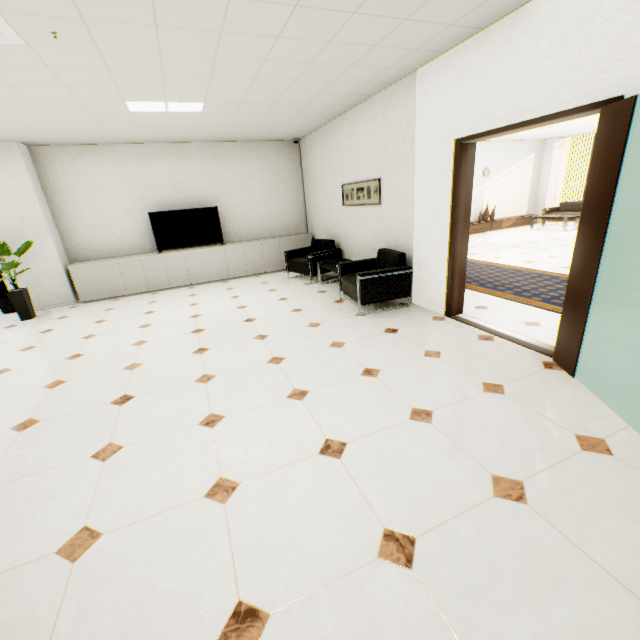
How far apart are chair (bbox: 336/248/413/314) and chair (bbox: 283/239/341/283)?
1.16m

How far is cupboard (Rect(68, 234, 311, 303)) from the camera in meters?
6.6 m

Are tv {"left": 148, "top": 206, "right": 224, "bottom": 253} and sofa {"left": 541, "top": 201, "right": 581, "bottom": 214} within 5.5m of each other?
no

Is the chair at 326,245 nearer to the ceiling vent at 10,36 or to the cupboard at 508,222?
the ceiling vent at 10,36

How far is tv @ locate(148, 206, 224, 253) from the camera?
7.0 meters

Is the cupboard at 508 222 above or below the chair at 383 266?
below

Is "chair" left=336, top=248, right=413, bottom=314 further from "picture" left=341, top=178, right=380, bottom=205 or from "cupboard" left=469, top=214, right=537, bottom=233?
"cupboard" left=469, top=214, right=537, bottom=233

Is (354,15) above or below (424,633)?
above
